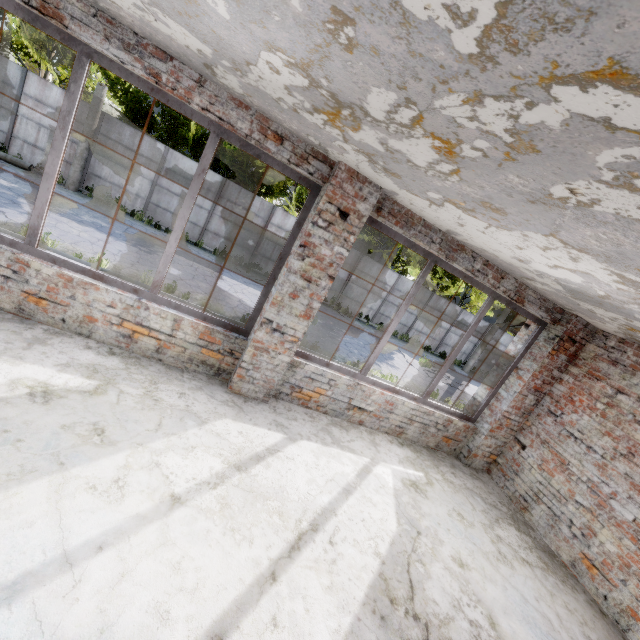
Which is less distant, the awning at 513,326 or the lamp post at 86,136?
the awning at 513,326

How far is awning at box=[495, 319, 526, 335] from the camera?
7.0m

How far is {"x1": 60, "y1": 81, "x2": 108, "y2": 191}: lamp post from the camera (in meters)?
13.55

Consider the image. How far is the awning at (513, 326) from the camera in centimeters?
705cm

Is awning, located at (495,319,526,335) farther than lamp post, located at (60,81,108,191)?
No

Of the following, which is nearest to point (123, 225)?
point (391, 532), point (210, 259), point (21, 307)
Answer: point (210, 259)
